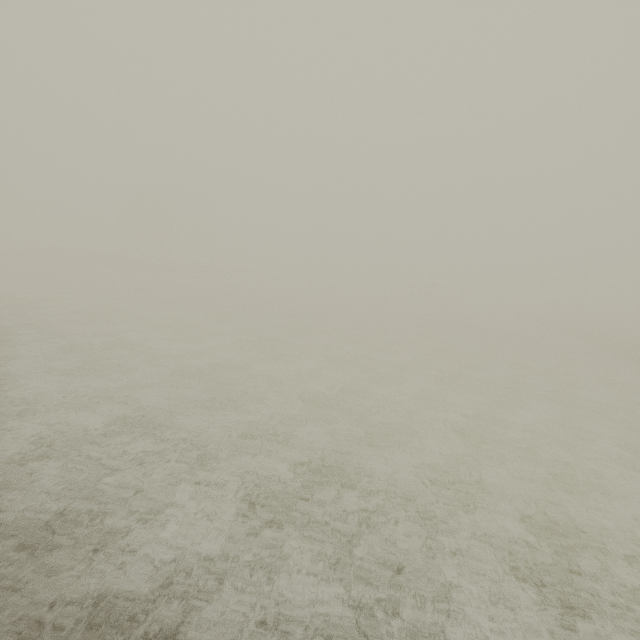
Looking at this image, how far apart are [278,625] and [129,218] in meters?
62.4 m
